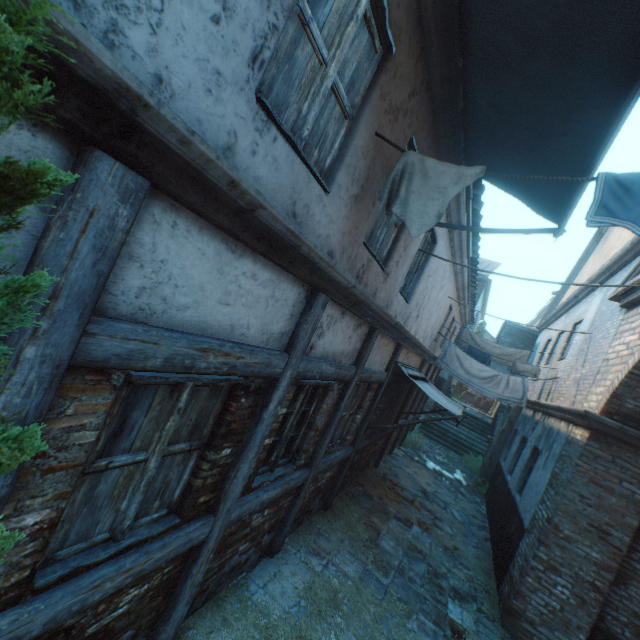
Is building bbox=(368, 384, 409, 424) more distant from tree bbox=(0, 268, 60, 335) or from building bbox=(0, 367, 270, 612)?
tree bbox=(0, 268, 60, 335)

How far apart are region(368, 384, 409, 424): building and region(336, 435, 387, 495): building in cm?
25

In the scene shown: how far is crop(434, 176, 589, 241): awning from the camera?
3.3m

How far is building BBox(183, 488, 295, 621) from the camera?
3.46m

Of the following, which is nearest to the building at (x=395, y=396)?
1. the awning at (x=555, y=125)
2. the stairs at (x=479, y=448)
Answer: the awning at (x=555, y=125)

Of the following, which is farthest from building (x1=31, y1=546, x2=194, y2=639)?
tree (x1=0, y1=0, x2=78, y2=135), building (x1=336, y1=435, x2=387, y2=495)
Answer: building (x1=336, y1=435, x2=387, y2=495)

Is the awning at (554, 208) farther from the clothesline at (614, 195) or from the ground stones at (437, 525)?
the ground stones at (437, 525)

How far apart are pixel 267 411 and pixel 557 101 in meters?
3.6
